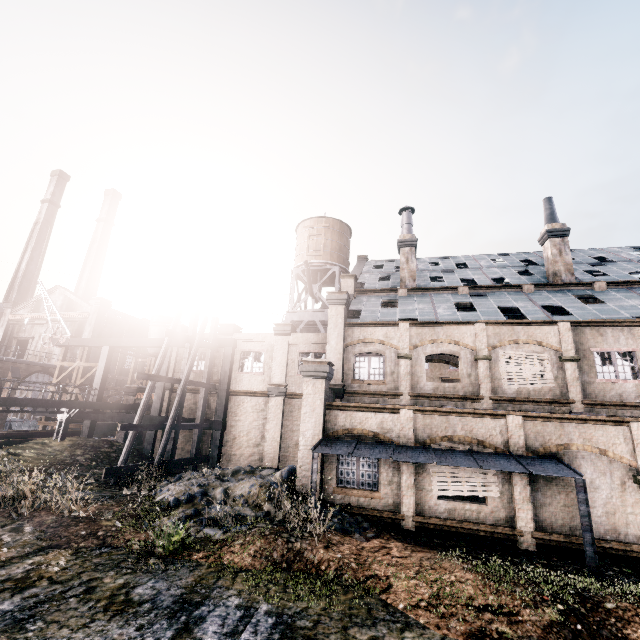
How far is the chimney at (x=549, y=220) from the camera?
23.9 meters

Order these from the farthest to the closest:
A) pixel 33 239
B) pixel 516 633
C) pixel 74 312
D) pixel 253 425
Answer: pixel 33 239 < pixel 74 312 < pixel 253 425 < pixel 516 633

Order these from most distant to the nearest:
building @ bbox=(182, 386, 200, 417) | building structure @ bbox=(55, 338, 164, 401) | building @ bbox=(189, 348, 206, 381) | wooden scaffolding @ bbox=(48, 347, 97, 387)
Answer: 1. wooden scaffolding @ bbox=(48, 347, 97, 387)
2. building structure @ bbox=(55, 338, 164, 401)
3. building @ bbox=(189, 348, 206, 381)
4. building @ bbox=(182, 386, 200, 417)

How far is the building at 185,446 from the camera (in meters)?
23.61

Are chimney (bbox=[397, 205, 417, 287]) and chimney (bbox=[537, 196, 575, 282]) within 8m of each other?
no

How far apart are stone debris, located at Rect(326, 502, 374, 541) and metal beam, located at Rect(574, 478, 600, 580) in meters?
7.1

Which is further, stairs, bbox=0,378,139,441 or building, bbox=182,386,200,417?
building, bbox=182,386,200,417

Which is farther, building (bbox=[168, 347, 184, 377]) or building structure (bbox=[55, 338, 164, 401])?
building structure (bbox=[55, 338, 164, 401])
